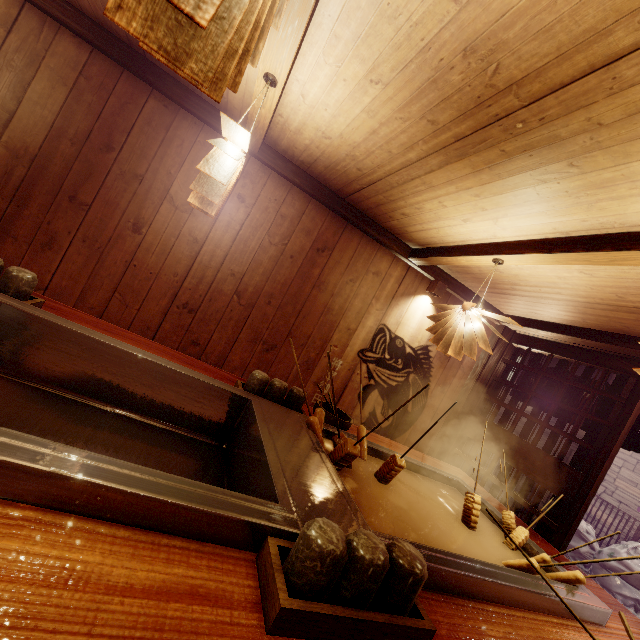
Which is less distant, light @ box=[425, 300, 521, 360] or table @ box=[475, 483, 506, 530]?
table @ box=[475, 483, 506, 530]

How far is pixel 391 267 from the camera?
6.5m

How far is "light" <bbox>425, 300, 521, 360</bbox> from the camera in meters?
4.0

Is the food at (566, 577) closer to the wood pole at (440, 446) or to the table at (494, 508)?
the table at (494, 508)

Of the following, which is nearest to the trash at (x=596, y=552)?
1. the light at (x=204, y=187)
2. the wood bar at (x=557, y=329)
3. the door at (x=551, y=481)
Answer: the door at (x=551, y=481)

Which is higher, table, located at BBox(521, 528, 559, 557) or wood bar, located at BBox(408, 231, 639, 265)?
wood bar, located at BBox(408, 231, 639, 265)

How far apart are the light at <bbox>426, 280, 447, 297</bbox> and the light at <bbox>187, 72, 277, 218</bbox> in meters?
4.4 m

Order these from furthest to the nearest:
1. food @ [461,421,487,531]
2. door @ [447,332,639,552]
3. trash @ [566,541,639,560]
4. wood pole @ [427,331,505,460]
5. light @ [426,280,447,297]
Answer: trash @ [566,541,639,560] < wood pole @ [427,331,505,460] < light @ [426,280,447,297] < door @ [447,332,639,552] < food @ [461,421,487,531]
